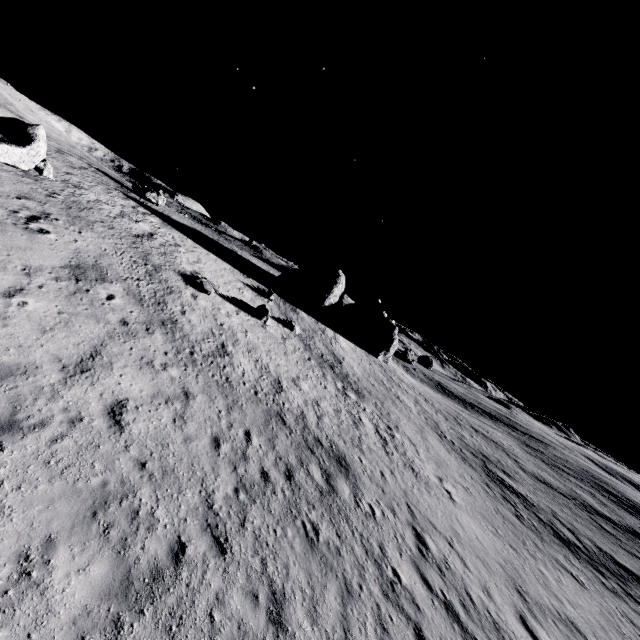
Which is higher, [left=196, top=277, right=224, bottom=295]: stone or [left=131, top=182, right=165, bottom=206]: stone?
[left=131, top=182, right=165, bottom=206]: stone

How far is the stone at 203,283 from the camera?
22.20m

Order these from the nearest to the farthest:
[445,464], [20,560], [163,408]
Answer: [20,560] → [163,408] → [445,464]

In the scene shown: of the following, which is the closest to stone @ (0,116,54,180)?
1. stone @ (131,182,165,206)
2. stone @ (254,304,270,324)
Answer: stone @ (254,304,270,324)

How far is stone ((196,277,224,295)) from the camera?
22.2 meters

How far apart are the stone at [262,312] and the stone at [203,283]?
3.62m

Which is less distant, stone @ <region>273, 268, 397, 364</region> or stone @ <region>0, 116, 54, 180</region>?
stone @ <region>0, 116, 54, 180</region>

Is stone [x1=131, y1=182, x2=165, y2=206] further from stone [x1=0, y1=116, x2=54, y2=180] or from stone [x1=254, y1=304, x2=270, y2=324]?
stone [x1=0, y1=116, x2=54, y2=180]
